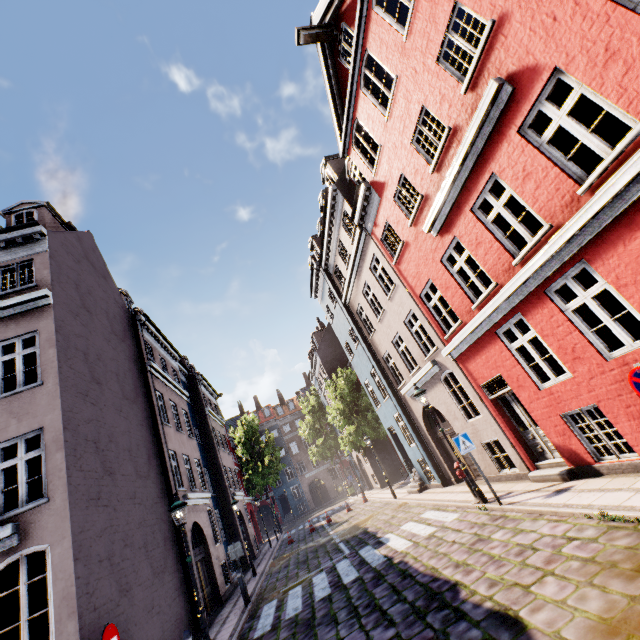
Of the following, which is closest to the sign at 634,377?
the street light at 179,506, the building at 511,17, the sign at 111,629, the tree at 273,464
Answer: the building at 511,17

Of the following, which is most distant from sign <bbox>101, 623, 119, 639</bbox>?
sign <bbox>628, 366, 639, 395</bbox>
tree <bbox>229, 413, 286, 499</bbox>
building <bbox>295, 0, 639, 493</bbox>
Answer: tree <bbox>229, 413, 286, 499</bbox>

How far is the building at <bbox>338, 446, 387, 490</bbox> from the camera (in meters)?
27.36

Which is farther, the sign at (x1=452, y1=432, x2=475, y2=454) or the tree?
the tree

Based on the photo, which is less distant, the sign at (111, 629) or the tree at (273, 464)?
the sign at (111, 629)

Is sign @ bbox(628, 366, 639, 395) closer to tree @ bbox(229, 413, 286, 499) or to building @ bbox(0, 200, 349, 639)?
building @ bbox(0, 200, 349, 639)

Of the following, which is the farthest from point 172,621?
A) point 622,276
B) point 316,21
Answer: point 316,21

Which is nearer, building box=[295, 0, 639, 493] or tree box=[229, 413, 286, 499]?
building box=[295, 0, 639, 493]
